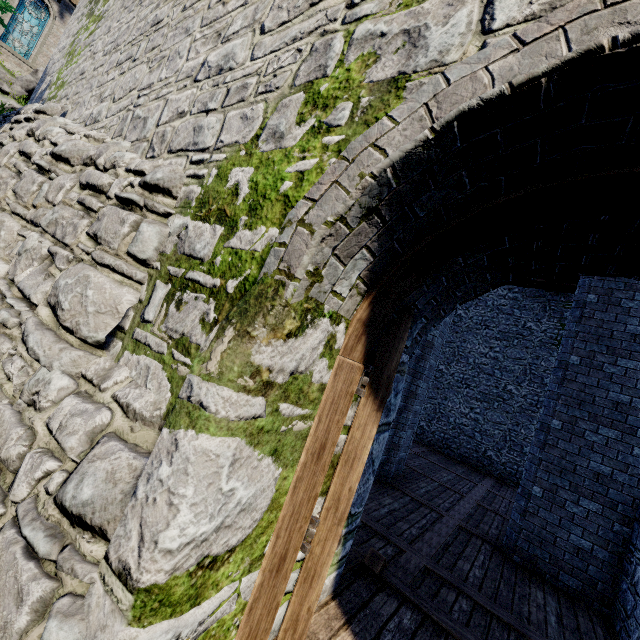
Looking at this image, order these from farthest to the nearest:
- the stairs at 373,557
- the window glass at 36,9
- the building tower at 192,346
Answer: the window glass at 36,9 < the stairs at 373,557 < the building tower at 192,346

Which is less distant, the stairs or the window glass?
the stairs

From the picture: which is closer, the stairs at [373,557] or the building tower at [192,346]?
the building tower at [192,346]

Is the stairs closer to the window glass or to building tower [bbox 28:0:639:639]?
building tower [bbox 28:0:639:639]

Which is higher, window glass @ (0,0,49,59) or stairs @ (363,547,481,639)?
window glass @ (0,0,49,59)

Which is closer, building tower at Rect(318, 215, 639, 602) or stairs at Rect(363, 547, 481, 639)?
building tower at Rect(318, 215, 639, 602)

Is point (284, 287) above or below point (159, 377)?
above
